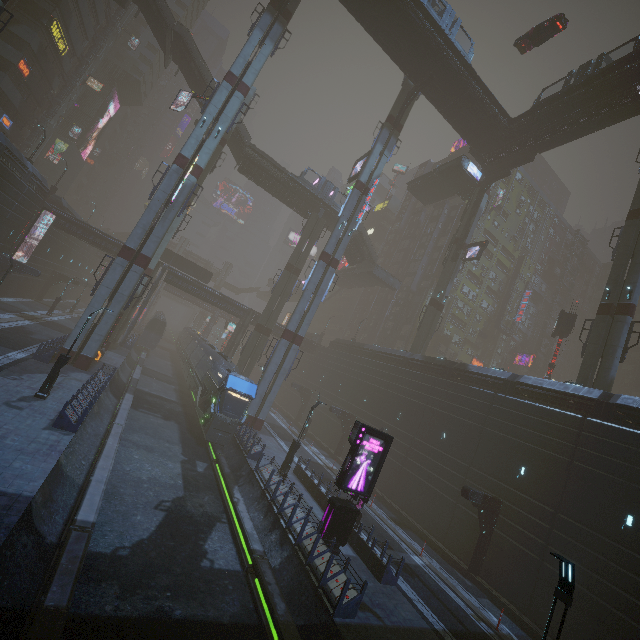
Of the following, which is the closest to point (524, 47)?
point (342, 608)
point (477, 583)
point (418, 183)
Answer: point (418, 183)

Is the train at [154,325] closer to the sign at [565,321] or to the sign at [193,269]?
the sign at [193,269]

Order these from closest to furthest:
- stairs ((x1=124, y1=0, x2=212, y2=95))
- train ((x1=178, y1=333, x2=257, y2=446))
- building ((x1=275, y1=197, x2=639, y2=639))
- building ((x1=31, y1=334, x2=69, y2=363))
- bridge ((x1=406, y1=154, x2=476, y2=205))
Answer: building ((x1=275, y1=197, x2=639, y2=639)) < building ((x1=31, y1=334, x2=69, y2=363)) < train ((x1=178, y1=333, x2=257, y2=446)) < stairs ((x1=124, y1=0, x2=212, y2=95)) < bridge ((x1=406, y1=154, x2=476, y2=205))

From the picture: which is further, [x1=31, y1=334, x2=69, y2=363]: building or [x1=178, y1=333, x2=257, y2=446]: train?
[x1=178, y1=333, x2=257, y2=446]: train

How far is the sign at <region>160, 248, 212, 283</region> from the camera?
48.09m

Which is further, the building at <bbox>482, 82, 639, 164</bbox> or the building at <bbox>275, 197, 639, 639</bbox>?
the building at <bbox>482, 82, 639, 164</bbox>

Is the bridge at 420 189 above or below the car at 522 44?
below

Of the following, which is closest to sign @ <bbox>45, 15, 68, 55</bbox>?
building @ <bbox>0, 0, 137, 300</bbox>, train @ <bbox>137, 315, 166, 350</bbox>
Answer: building @ <bbox>0, 0, 137, 300</bbox>
